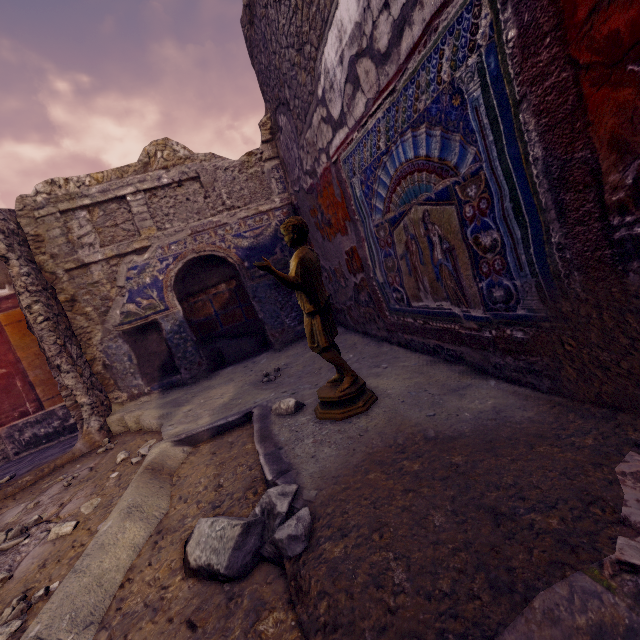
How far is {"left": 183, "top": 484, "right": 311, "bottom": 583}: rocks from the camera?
1.2m

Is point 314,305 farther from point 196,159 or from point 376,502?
point 196,159

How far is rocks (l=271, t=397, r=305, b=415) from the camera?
2.22m

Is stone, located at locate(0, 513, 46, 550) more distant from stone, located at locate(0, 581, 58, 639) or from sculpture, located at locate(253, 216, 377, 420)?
sculpture, located at locate(253, 216, 377, 420)

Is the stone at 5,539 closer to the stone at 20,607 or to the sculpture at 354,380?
the stone at 20,607

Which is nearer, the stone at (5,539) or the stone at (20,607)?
the stone at (20,607)

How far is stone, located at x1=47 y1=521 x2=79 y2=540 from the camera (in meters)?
1.92

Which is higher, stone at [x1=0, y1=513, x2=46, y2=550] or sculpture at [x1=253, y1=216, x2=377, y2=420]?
sculpture at [x1=253, y1=216, x2=377, y2=420]
